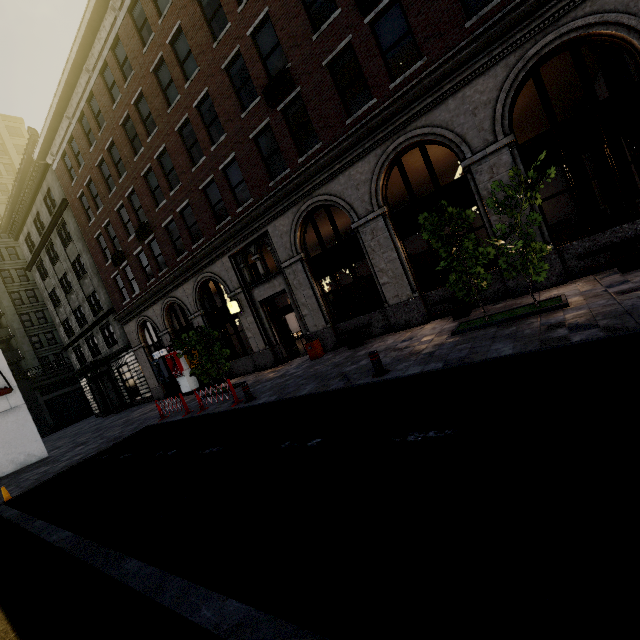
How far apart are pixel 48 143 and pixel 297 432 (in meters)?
28.27

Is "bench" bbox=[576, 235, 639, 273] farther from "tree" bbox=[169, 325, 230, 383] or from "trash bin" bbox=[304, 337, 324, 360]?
"tree" bbox=[169, 325, 230, 383]

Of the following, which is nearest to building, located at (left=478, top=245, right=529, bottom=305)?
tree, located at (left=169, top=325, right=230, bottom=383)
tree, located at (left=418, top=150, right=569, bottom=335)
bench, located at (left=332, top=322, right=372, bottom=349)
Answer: bench, located at (left=332, top=322, right=372, bottom=349)

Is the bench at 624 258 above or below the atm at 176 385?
below

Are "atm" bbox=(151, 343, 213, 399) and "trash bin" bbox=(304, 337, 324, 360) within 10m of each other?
yes

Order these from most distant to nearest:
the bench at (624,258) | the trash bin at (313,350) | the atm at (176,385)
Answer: the atm at (176,385), the trash bin at (313,350), the bench at (624,258)

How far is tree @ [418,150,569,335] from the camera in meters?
6.8
